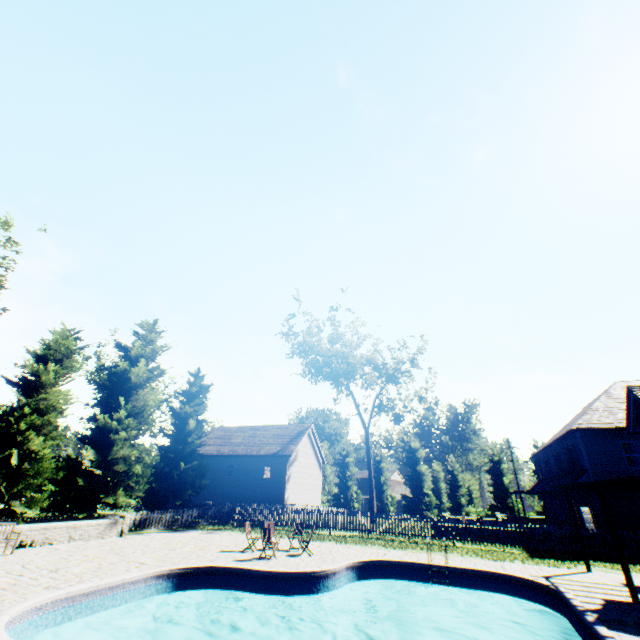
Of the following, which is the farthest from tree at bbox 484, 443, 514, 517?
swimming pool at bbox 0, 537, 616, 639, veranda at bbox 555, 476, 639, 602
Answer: veranda at bbox 555, 476, 639, 602

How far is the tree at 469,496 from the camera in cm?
4344

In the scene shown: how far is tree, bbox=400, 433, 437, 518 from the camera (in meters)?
44.88

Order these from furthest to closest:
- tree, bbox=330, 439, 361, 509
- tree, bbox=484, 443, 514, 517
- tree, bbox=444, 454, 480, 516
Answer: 1. tree, bbox=330, 439, 361, 509
2. tree, bbox=444, 454, 480, 516
3. tree, bbox=484, 443, 514, 517

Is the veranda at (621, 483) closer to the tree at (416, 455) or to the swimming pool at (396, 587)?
the swimming pool at (396, 587)

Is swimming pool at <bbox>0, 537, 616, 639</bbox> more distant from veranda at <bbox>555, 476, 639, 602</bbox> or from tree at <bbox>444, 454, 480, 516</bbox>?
tree at <bbox>444, 454, 480, 516</bbox>

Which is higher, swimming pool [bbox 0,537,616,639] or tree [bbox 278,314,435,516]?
tree [bbox 278,314,435,516]

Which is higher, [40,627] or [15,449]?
[15,449]
